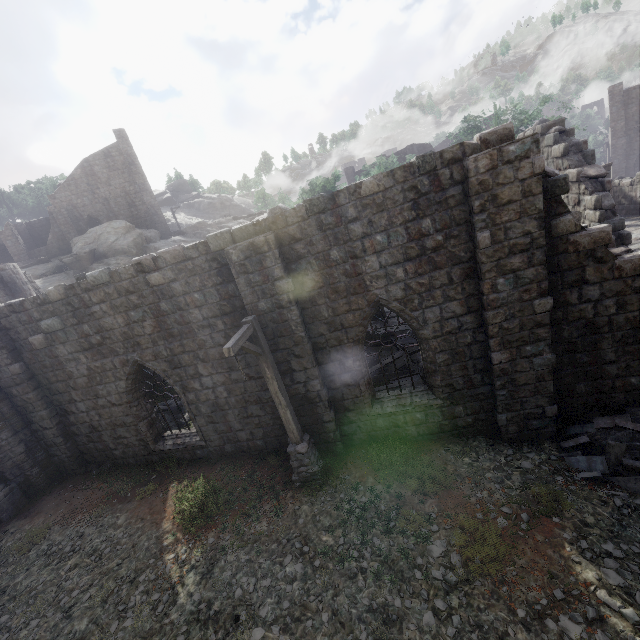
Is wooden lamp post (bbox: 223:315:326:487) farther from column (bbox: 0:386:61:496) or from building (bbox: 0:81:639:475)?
column (bbox: 0:386:61:496)

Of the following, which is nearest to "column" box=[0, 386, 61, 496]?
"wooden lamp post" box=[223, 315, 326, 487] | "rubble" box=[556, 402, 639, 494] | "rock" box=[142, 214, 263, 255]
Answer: "wooden lamp post" box=[223, 315, 326, 487]

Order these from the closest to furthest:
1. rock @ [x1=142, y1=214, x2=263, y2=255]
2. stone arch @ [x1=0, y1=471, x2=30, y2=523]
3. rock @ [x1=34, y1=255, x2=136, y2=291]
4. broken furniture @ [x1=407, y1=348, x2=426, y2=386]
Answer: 1. stone arch @ [x1=0, y1=471, x2=30, y2=523]
2. broken furniture @ [x1=407, y1=348, x2=426, y2=386]
3. rock @ [x1=34, y1=255, x2=136, y2=291]
4. rock @ [x1=142, y1=214, x2=263, y2=255]

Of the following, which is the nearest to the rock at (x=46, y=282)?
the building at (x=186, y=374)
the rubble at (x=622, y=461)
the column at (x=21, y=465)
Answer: the building at (x=186, y=374)

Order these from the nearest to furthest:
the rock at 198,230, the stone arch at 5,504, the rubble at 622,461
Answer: the rubble at 622,461
the stone arch at 5,504
the rock at 198,230

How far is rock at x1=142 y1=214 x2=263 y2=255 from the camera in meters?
34.3 m

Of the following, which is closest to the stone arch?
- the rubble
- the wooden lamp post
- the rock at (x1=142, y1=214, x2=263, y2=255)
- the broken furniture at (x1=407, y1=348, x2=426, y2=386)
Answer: the wooden lamp post

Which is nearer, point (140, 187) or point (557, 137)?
point (557, 137)
